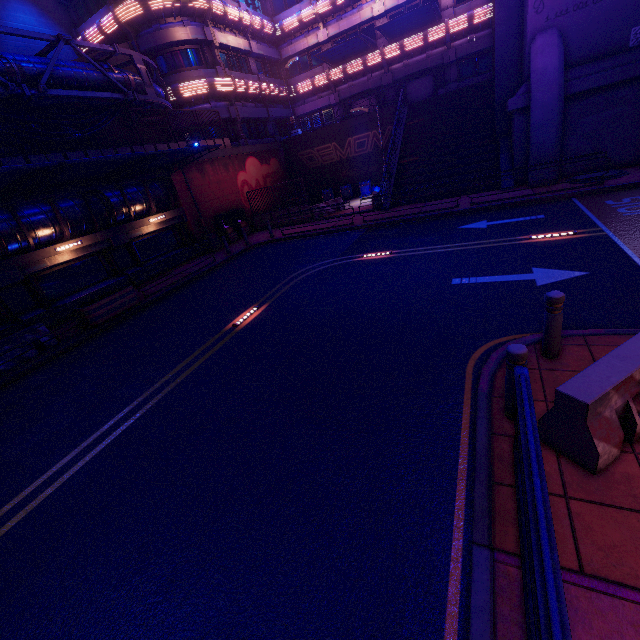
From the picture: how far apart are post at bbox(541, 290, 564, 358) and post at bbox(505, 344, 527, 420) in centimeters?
130cm

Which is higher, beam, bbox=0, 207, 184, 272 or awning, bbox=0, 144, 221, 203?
awning, bbox=0, 144, 221, 203

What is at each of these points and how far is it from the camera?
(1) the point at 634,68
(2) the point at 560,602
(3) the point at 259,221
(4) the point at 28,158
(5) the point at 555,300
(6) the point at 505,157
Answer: (1) wall arch, 13.0m
(2) railing, 1.7m
(3) fence, 24.8m
(4) fence, 13.4m
(5) post, 4.6m
(6) beam, 17.4m

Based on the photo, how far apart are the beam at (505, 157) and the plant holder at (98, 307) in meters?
18.2

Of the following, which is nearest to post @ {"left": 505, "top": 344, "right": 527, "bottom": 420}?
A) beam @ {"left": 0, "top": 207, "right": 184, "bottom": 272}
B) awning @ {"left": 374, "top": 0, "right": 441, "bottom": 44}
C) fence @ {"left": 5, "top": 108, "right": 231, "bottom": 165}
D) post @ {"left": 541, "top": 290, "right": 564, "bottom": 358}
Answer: post @ {"left": 541, "top": 290, "right": 564, "bottom": 358}

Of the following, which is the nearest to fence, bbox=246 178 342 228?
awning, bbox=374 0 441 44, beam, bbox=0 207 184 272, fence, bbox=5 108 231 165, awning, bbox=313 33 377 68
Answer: fence, bbox=5 108 231 165

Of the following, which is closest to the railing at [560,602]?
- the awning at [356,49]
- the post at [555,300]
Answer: the post at [555,300]

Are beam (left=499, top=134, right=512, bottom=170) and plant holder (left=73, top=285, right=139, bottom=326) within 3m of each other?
no
